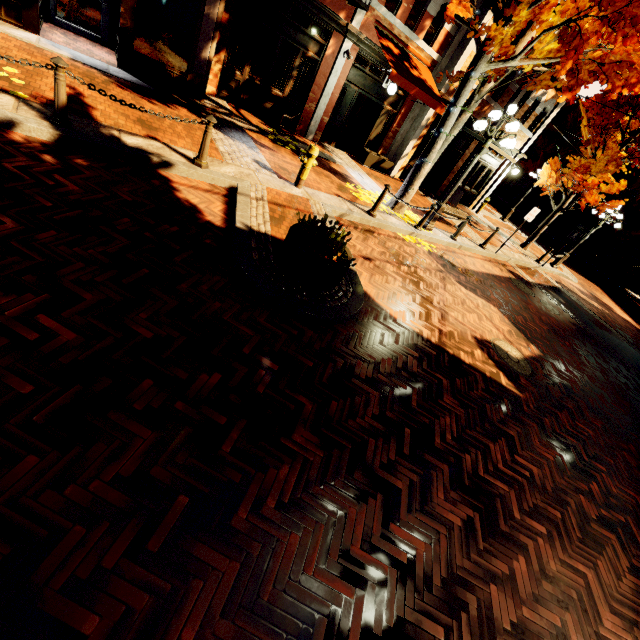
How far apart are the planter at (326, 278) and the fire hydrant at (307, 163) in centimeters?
293cm

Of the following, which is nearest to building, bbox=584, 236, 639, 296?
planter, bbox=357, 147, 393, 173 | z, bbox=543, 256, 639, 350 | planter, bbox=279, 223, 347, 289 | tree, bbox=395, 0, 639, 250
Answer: tree, bbox=395, 0, 639, 250

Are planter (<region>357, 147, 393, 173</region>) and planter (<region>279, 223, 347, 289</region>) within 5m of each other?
no

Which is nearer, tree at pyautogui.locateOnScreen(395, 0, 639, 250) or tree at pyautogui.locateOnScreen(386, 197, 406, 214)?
tree at pyautogui.locateOnScreen(395, 0, 639, 250)

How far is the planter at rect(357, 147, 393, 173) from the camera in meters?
12.9

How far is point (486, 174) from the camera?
17.2m

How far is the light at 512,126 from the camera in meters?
8.2 m

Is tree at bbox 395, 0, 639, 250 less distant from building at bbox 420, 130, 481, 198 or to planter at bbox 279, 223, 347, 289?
building at bbox 420, 130, 481, 198
